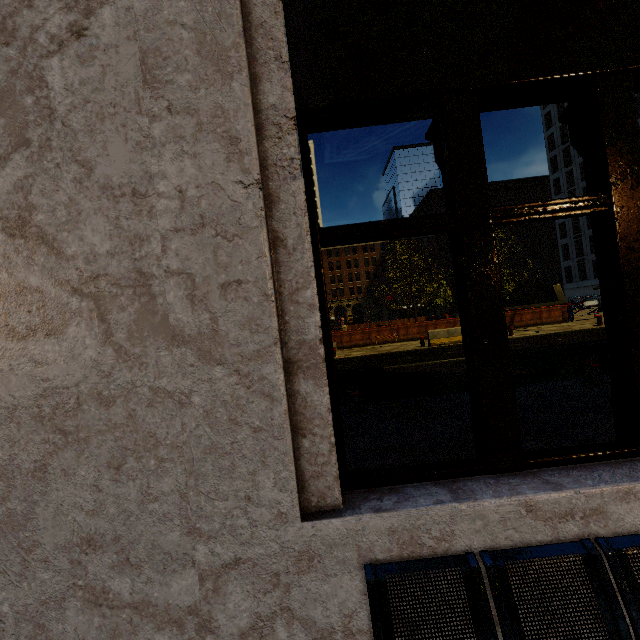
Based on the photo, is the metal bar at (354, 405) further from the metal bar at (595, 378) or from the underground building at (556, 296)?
the underground building at (556, 296)

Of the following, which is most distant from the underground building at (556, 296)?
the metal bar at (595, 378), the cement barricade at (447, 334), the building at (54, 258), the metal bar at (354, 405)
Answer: the metal bar at (354, 405)

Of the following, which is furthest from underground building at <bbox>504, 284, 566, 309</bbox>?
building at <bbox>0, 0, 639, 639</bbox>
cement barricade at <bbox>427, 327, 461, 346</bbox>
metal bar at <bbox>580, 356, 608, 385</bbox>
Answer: metal bar at <bbox>580, 356, 608, 385</bbox>

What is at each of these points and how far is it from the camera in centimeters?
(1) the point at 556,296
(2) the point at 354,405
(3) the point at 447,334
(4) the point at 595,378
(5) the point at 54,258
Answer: (1) underground building, 3706cm
(2) metal bar, 658cm
(3) cement barricade, 1741cm
(4) metal bar, 656cm
(5) building, 150cm

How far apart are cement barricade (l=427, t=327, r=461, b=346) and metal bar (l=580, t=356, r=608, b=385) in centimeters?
1044cm

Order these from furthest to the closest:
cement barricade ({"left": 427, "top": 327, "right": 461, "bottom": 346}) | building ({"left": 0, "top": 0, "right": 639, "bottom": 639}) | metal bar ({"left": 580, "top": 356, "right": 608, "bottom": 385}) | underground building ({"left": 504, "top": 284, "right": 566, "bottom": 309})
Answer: underground building ({"left": 504, "top": 284, "right": 566, "bottom": 309}) → cement barricade ({"left": 427, "top": 327, "right": 461, "bottom": 346}) → metal bar ({"left": 580, "top": 356, "right": 608, "bottom": 385}) → building ({"left": 0, "top": 0, "right": 639, "bottom": 639})

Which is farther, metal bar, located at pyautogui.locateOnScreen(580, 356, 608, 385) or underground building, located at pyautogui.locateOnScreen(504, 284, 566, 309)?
underground building, located at pyautogui.locateOnScreen(504, 284, 566, 309)

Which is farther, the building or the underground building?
the underground building
